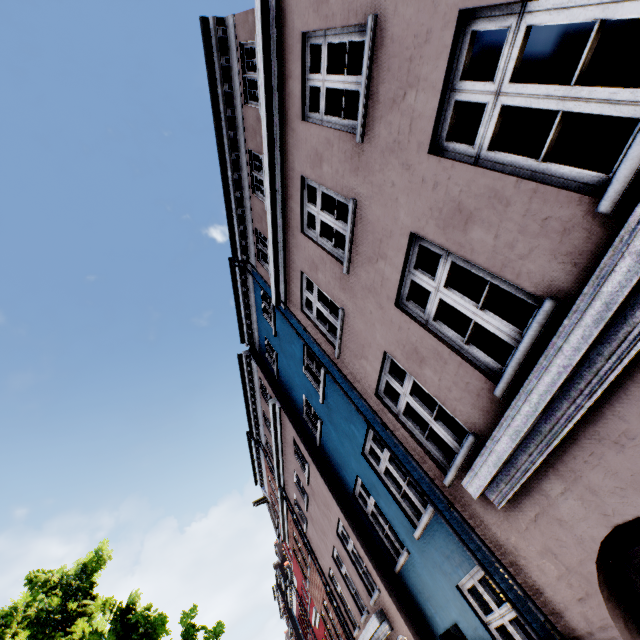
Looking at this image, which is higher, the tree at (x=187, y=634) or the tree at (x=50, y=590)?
the tree at (x=50, y=590)

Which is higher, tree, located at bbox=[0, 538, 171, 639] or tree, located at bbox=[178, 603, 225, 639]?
tree, located at bbox=[0, 538, 171, 639]

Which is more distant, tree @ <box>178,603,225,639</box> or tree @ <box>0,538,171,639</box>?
tree @ <box>178,603,225,639</box>

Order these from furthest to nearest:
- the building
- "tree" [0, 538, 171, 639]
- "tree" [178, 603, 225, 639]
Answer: "tree" [178, 603, 225, 639] → "tree" [0, 538, 171, 639] → the building

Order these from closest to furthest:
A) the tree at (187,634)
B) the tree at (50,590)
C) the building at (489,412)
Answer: the building at (489,412) < the tree at (50,590) < the tree at (187,634)

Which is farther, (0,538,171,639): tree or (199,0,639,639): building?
(0,538,171,639): tree

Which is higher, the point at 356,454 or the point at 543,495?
the point at 356,454
